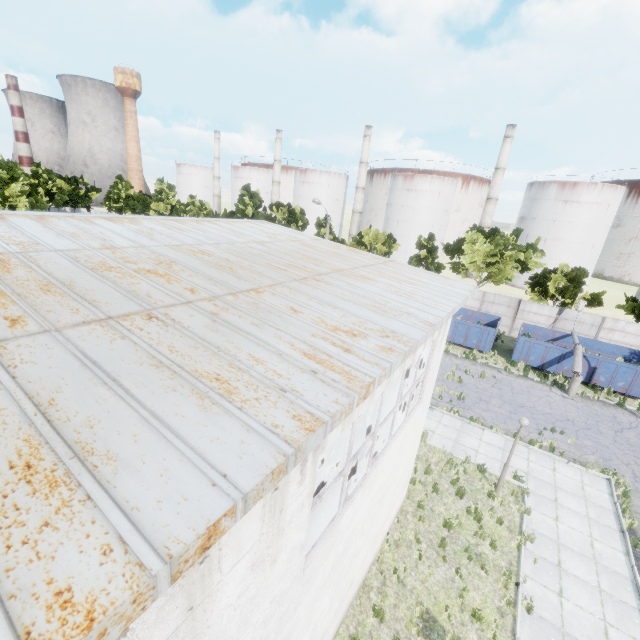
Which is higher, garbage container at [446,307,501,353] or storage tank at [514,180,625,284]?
storage tank at [514,180,625,284]

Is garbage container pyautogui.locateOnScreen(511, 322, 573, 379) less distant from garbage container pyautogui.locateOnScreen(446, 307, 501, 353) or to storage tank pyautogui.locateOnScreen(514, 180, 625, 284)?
garbage container pyautogui.locateOnScreen(446, 307, 501, 353)

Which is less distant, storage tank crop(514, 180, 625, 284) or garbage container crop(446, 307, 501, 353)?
garbage container crop(446, 307, 501, 353)

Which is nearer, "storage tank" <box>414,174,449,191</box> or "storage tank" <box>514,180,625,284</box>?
"storage tank" <box>514,180,625,284</box>

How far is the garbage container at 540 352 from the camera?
22.8 meters

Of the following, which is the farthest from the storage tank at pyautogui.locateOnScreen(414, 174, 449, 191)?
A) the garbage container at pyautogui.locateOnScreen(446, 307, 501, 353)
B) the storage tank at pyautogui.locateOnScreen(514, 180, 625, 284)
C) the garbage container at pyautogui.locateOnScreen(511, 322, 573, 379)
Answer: the garbage container at pyautogui.locateOnScreen(511, 322, 573, 379)

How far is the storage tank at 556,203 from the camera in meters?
47.7

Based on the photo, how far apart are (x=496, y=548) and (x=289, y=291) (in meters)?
11.01
